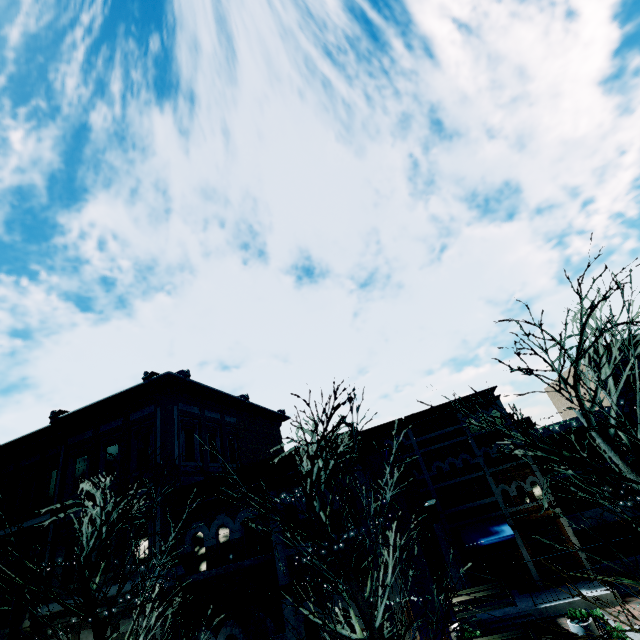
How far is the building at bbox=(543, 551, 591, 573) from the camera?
19.26m

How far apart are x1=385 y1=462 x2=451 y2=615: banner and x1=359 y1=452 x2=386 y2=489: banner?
2.79m

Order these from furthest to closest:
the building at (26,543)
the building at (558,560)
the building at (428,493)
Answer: the building at (428,493), the building at (558,560), the building at (26,543)

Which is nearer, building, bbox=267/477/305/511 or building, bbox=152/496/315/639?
building, bbox=152/496/315/639

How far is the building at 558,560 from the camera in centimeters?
1926cm

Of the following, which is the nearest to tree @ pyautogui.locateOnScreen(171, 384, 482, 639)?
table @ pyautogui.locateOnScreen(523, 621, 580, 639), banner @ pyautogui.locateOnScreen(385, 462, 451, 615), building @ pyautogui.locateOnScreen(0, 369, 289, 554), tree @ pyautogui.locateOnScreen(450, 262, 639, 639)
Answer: building @ pyautogui.locateOnScreen(0, 369, 289, 554)

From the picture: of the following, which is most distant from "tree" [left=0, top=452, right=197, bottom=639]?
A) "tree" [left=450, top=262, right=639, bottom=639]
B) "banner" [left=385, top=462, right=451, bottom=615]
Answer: "banner" [left=385, top=462, right=451, bottom=615]

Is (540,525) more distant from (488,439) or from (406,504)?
(406,504)
